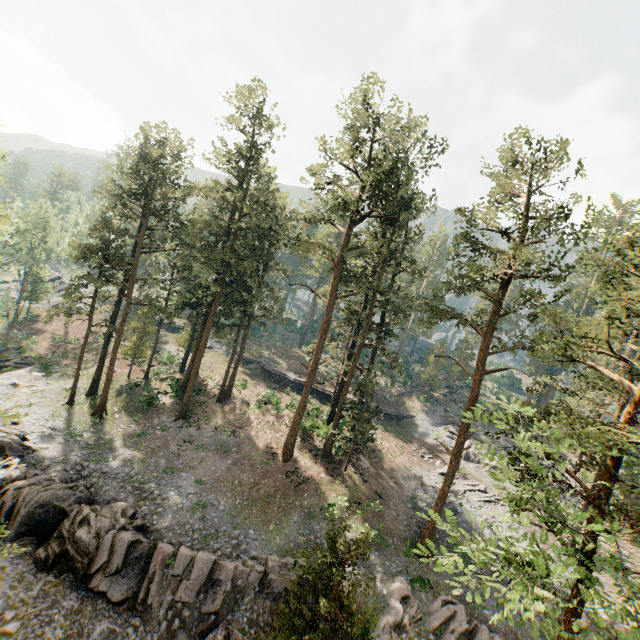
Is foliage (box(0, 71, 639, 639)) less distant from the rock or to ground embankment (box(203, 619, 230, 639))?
ground embankment (box(203, 619, 230, 639))

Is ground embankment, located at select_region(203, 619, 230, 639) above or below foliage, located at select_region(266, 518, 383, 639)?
below

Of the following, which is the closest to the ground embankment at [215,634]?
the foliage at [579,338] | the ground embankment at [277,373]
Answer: the foliage at [579,338]

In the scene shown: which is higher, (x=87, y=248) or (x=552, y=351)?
(x=552, y=351)

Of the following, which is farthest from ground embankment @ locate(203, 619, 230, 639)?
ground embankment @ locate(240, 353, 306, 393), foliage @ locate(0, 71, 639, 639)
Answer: ground embankment @ locate(240, 353, 306, 393)

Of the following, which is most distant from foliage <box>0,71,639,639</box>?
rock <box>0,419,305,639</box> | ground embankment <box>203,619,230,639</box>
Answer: rock <box>0,419,305,639</box>

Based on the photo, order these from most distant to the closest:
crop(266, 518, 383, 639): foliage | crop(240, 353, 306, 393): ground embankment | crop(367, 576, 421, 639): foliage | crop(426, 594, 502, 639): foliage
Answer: crop(240, 353, 306, 393): ground embankment
crop(426, 594, 502, 639): foliage
crop(367, 576, 421, 639): foliage
crop(266, 518, 383, 639): foliage

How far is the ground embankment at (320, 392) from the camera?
45.0 meters
